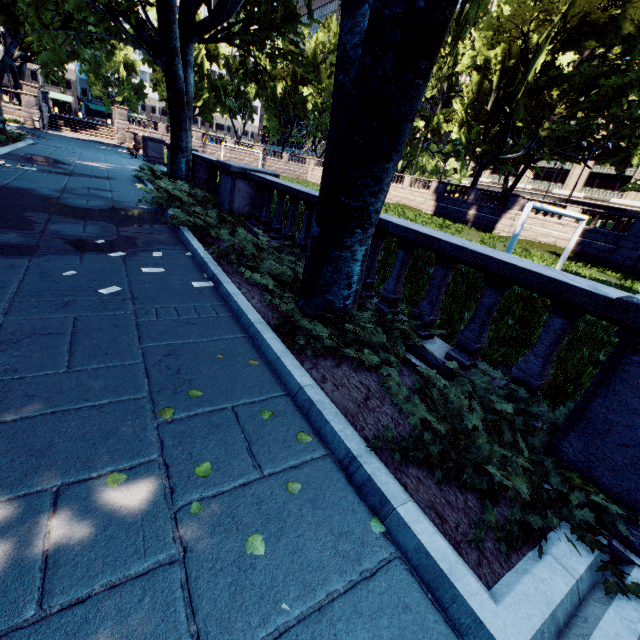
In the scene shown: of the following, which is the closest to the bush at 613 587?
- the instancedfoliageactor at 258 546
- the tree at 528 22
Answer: the tree at 528 22

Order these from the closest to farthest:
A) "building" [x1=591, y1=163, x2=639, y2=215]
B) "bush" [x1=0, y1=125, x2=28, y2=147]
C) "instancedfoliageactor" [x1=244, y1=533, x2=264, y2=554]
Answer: "instancedfoliageactor" [x1=244, y1=533, x2=264, y2=554] → "bush" [x1=0, y1=125, x2=28, y2=147] → "building" [x1=591, y1=163, x2=639, y2=215]

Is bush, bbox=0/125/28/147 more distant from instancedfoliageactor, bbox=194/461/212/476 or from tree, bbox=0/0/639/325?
instancedfoliageactor, bbox=194/461/212/476

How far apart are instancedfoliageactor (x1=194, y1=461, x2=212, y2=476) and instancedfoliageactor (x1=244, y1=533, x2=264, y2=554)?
0.6m

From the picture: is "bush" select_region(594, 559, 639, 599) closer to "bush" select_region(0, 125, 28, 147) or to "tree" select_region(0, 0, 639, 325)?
"tree" select_region(0, 0, 639, 325)

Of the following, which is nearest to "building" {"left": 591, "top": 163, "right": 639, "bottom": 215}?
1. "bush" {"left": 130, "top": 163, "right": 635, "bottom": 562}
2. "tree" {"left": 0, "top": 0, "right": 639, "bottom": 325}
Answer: "tree" {"left": 0, "top": 0, "right": 639, "bottom": 325}

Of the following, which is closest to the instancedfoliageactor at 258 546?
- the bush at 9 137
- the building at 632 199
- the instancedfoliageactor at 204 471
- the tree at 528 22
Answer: the instancedfoliageactor at 204 471

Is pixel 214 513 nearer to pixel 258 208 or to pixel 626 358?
pixel 626 358
